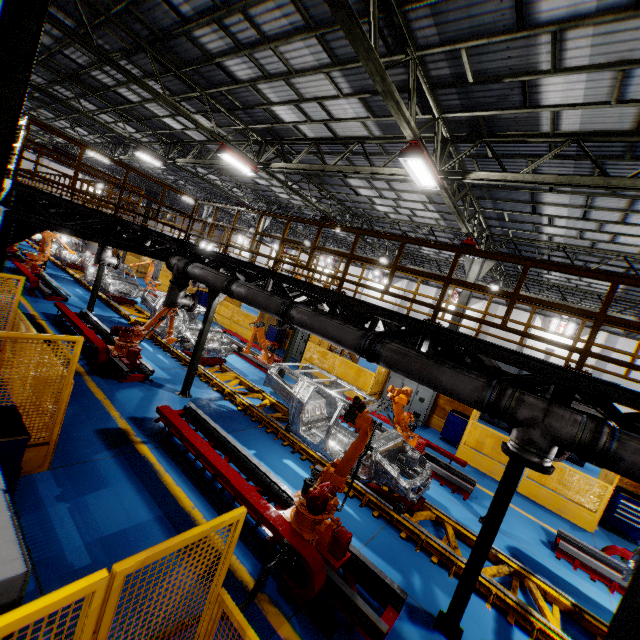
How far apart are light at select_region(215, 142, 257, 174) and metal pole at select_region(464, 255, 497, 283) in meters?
10.1 m

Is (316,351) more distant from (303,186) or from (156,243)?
(303,186)

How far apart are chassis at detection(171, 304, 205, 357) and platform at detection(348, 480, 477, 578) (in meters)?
0.01

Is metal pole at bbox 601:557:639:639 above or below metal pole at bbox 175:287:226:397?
above

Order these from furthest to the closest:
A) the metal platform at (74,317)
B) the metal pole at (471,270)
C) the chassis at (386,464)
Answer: the metal pole at (471,270) → the metal platform at (74,317) → the chassis at (386,464)

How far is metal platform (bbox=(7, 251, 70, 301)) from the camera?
13.5 meters

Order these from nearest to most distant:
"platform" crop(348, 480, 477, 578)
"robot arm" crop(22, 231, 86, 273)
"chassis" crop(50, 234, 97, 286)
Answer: "platform" crop(348, 480, 477, 578) → "robot arm" crop(22, 231, 86, 273) → "chassis" crop(50, 234, 97, 286)

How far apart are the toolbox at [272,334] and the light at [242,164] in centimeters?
853cm
